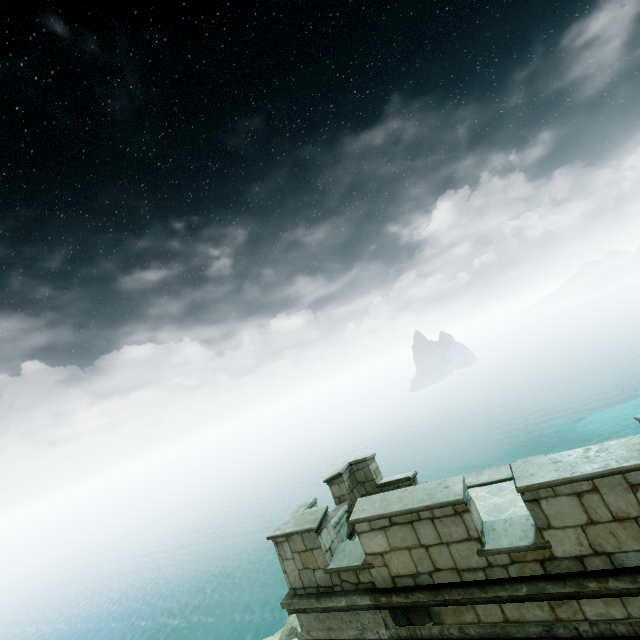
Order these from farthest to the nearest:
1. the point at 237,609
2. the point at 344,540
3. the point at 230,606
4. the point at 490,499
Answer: the point at 230,606
the point at 237,609
the point at 344,540
the point at 490,499
